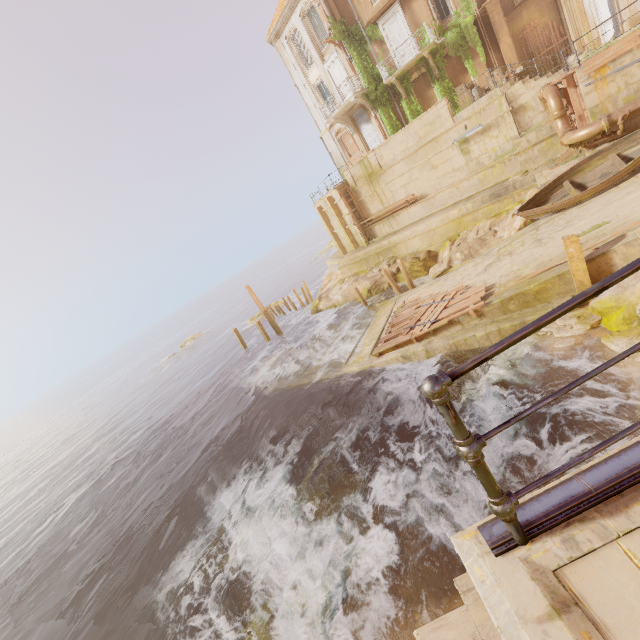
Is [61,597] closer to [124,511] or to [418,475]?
[124,511]

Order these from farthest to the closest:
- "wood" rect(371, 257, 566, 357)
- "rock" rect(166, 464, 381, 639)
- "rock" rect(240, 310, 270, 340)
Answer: "rock" rect(240, 310, 270, 340), "wood" rect(371, 257, 566, 357), "rock" rect(166, 464, 381, 639)

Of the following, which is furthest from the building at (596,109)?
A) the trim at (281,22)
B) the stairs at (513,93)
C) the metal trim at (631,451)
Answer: the trim at (281,22)

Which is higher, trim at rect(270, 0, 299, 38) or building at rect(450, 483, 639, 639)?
trim at rect(270, 0, 299, 38)

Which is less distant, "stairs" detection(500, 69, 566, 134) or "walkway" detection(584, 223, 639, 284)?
"walkway" detection(584, 223, 639, 284)

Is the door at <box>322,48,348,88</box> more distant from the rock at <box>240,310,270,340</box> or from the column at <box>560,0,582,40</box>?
the rock at <box>240,310,270,340</box>

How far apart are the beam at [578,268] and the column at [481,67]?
17.7m

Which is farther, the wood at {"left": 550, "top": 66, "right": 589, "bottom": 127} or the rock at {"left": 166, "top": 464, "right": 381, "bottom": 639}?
the wood at {"left": 550, "top": 66, "right": 589, "bottom": 127}
